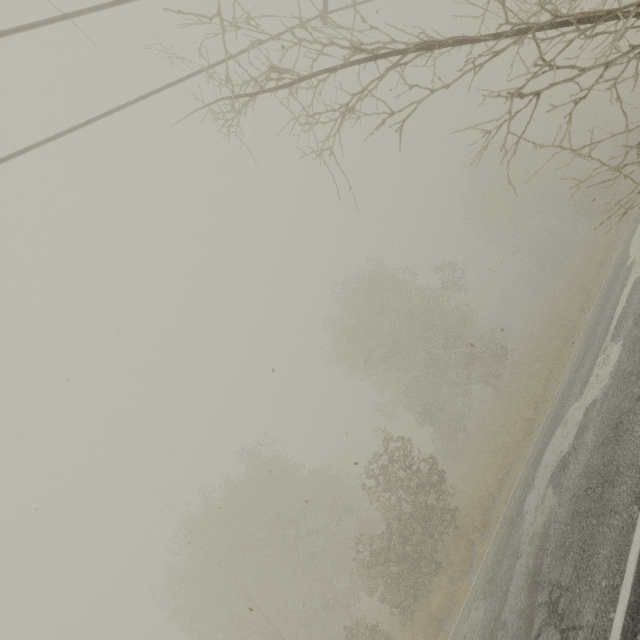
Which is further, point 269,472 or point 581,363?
point 581,363
